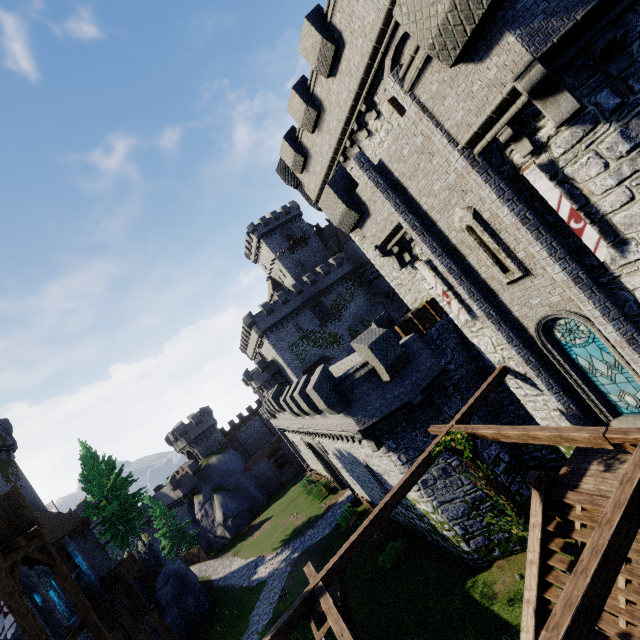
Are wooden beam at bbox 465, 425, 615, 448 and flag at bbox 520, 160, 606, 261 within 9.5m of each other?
yes

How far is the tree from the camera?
29.88m

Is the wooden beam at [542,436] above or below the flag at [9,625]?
below

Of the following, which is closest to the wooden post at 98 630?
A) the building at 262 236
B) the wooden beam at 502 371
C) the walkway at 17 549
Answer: the walkway at 17 549

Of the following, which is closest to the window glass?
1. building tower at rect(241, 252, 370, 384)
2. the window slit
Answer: the window slit

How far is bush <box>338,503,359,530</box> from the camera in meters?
26.0

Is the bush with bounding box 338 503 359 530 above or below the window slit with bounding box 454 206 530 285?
below

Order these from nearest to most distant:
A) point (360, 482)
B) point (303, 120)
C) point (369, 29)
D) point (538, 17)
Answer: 1. point (538, 17)
2. point (369, 29)
3. point (303, 120)
4. point (360, 482)
